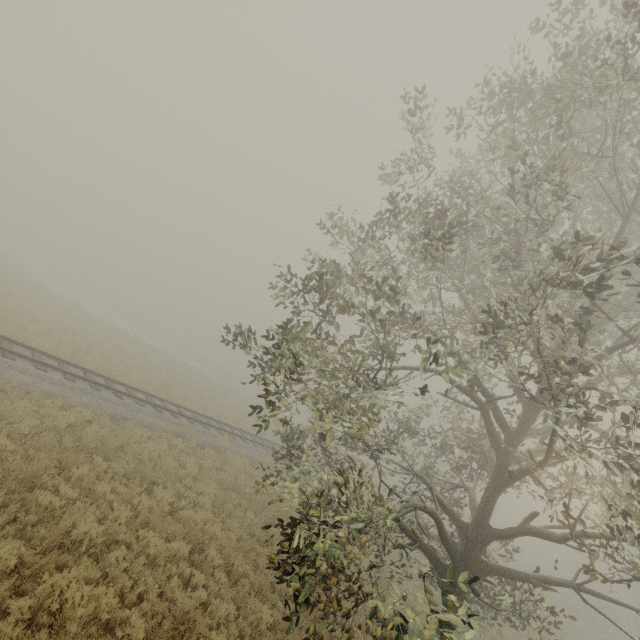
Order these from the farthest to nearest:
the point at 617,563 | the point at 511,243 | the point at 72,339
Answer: the point at 617,563 < the point at 72,339 < the point at 511,243
